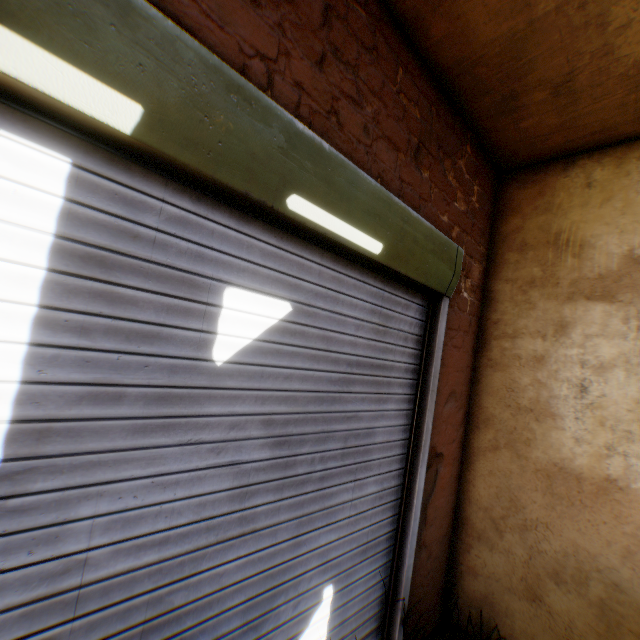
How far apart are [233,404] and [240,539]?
0.6 meters

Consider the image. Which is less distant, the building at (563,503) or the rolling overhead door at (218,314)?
the rolling overhead door at (218,314)

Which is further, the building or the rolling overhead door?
the building
